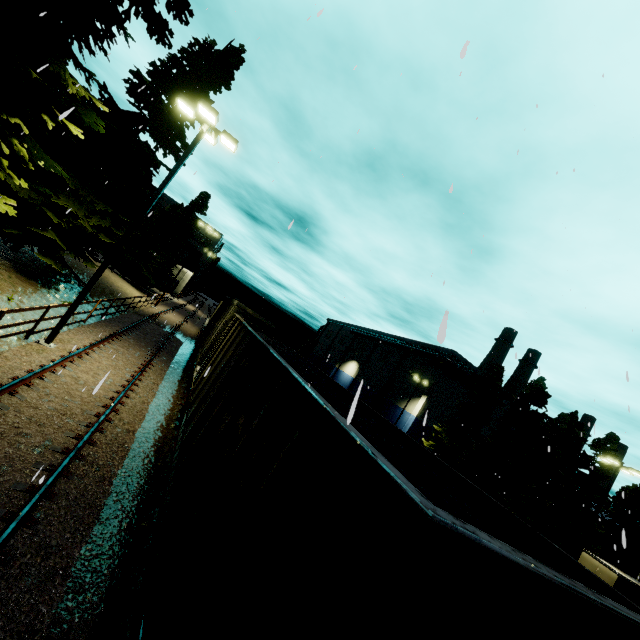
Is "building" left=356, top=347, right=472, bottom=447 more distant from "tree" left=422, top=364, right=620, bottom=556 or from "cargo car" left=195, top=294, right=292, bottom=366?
"cargo car" left=195, top=294, right=292, bottom=366

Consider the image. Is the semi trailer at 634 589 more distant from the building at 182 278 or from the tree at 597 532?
the building at 182 278

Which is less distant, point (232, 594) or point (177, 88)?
point (232, 594)

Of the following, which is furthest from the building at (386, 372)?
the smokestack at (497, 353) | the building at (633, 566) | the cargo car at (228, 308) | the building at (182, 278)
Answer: the building at (182, 278)

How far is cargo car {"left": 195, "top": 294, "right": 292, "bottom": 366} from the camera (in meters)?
14.48

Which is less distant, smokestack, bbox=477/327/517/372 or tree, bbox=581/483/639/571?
tree, bbox=581/483/639/571

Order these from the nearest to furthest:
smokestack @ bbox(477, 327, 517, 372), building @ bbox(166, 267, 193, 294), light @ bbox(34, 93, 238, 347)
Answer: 1. light @ bbox(34, 93, 238, 347)
2. building @ bbox(166, 267, 193, 294)
3. smokestack @ bbox(477, 327, 517, 372)

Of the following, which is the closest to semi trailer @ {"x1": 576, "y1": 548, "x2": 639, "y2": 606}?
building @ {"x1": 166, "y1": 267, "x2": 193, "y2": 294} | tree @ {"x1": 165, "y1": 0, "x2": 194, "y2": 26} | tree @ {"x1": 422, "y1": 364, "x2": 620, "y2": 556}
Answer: tree @ {"x1": 422, "y1": 364, "x2": 620, "y2": 556}
